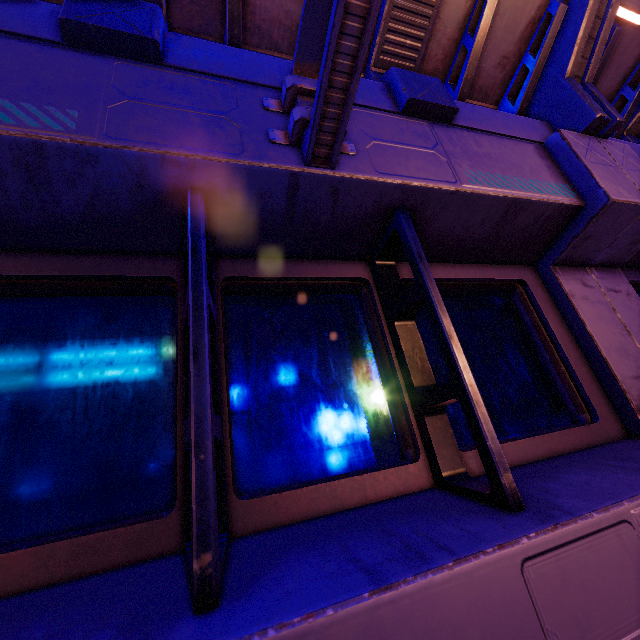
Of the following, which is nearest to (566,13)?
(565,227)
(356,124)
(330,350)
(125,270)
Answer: (565,227)
